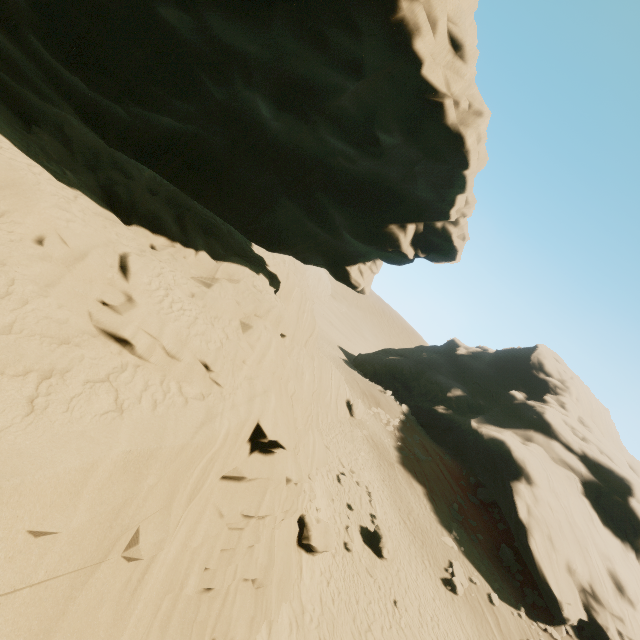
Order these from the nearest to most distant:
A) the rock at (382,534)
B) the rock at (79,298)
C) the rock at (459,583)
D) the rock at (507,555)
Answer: the rock at (79,298) → the rock at (382,534) → the rock at (459,583) → the rock at (507,555)

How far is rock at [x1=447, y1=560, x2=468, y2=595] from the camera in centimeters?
1823cm

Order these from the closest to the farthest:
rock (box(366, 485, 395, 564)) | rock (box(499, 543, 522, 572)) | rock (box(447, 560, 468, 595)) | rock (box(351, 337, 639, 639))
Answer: rock (box(366, 485, 395, 564))
rock (box(447, 560, 468, 595))
rock (box(351, 337, 639, 639))
rock (box(499, 543, 522, 572))

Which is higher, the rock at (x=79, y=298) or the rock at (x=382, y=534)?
the rock at (x=79, y=298)

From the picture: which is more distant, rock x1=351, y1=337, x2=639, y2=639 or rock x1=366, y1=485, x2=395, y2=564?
rock x1=351, y1=337, x2=639, y2=639

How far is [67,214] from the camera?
6.6m
